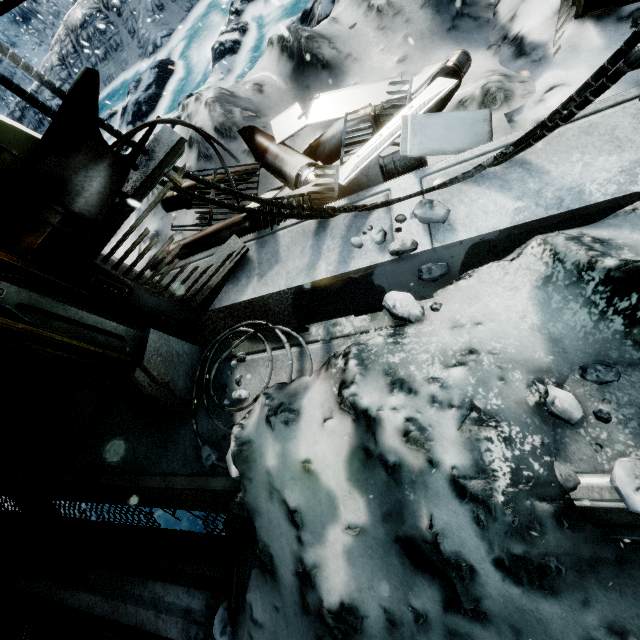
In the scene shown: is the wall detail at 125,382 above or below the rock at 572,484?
above

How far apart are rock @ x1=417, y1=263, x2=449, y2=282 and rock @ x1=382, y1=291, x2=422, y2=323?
0.1m

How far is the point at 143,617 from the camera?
2.2 meters

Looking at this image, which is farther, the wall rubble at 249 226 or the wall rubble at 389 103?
the wall rubble at 249 226

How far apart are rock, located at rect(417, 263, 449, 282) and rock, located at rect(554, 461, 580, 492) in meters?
1.0 m

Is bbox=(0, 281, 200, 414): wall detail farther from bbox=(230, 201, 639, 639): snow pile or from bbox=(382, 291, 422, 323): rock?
bbox=(382, 291, 422, 323): rock

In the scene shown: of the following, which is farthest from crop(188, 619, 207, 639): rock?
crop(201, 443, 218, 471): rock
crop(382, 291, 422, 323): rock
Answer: crop(382, 291, 422, 323): rock

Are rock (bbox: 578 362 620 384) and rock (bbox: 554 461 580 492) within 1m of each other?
yes
